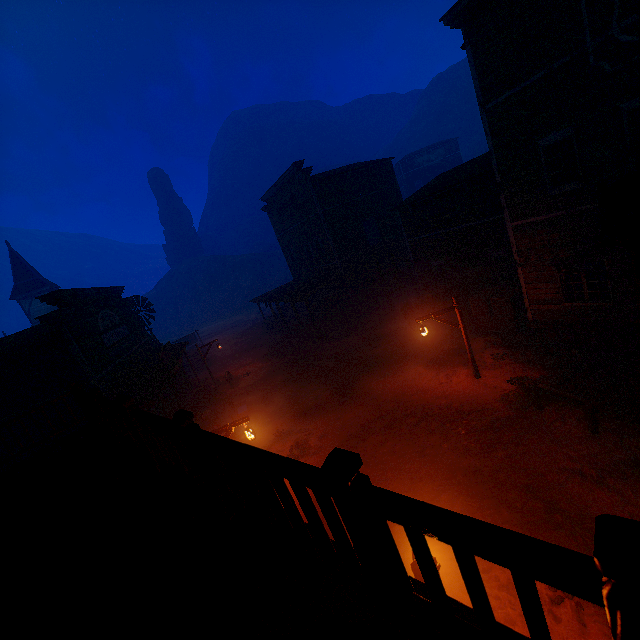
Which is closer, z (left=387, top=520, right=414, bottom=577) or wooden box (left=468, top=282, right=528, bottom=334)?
z (left=387, top=520, right=414, bottom=577)

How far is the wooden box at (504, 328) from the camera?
14.2 meters

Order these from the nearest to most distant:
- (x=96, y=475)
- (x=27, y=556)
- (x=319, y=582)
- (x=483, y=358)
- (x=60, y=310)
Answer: (x=319, y=582) < (x=27, y=556) < (x=96, y=475) < (x=60, y=310) < (x=483, y=358)

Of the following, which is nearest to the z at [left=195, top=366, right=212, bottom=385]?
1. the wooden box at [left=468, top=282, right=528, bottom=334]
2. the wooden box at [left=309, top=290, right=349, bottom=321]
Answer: the wooden box at [left=468, top=282, right=528, bottom=334]

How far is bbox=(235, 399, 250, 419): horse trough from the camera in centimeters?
1614cm

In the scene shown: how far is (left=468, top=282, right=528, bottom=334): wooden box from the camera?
14.2 meters

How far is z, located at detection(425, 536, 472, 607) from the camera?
6.0m

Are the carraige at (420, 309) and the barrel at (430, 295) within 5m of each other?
yes
